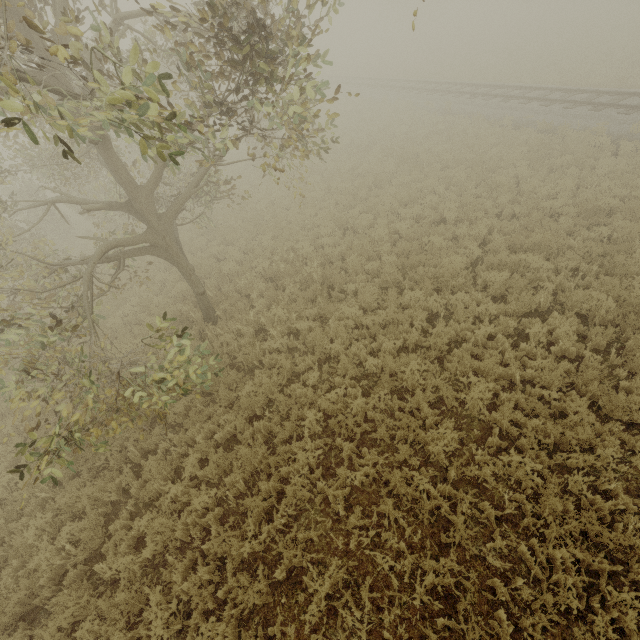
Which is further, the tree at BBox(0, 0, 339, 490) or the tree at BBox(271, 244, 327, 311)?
the tree at BBox(271, 244, 327, 311)

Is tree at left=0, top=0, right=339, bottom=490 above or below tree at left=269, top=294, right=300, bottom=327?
above

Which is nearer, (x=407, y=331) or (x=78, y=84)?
(x=407, y=331)

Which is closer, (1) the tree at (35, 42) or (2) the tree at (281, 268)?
(1) the tree at (35, 42)

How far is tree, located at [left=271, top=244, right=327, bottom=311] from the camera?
9.48m
